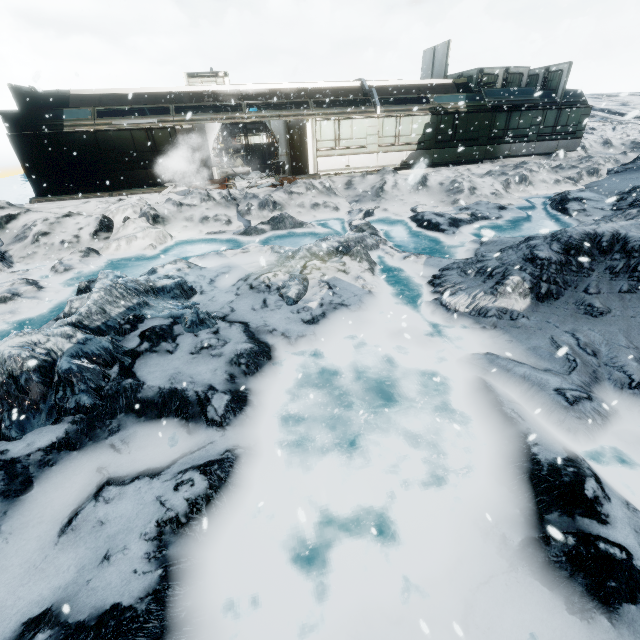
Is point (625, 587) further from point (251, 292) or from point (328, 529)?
point (251, 292)
